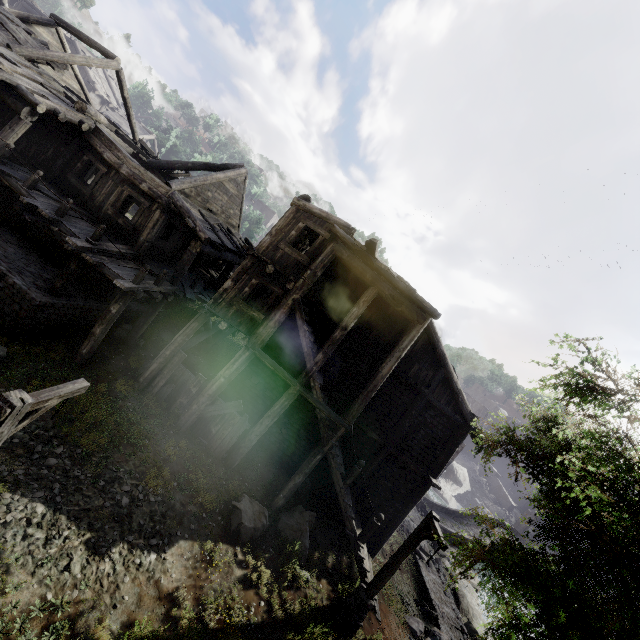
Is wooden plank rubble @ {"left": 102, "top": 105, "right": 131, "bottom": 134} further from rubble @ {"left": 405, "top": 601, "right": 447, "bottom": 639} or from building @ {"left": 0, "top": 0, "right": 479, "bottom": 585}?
rubble @ {"left": 405, "top": 601, "right": 447, "bottom": 639}

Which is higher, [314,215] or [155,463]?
[314,215]

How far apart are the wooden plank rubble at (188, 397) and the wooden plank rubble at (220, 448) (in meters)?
0.44

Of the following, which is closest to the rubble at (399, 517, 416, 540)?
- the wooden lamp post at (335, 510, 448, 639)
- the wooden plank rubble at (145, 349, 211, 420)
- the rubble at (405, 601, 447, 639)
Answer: the rubble at (405, 601, 447, 639)

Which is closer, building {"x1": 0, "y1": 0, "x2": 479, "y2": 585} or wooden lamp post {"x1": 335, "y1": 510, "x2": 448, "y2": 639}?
wooden lamp post {"x1": 335, "y1": 510, "x2": 448, "y2": 639}

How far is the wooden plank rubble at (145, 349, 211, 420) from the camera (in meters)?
12.40

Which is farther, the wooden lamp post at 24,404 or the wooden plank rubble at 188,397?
the wooden plank rubble at 188,397

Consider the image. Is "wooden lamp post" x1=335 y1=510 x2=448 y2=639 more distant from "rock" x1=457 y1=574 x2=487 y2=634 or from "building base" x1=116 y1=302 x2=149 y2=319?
"building base" x1=116 y1=302 x2=149 y2=319
